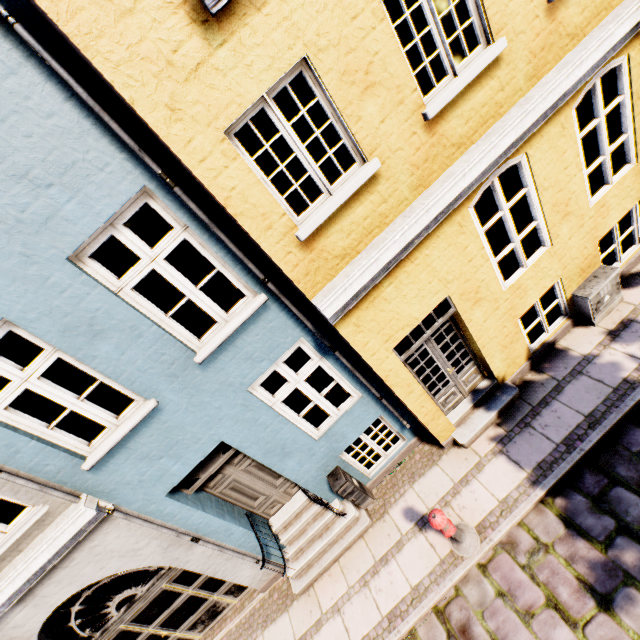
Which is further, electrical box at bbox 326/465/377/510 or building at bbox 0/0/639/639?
electrical box at bbox 326/465/377/510

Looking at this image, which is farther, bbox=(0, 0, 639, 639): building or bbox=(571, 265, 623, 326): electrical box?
bbox=(571, 265, 623, 326): electrical box

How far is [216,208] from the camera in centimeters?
367cm

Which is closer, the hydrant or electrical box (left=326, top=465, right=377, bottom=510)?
the hydrant

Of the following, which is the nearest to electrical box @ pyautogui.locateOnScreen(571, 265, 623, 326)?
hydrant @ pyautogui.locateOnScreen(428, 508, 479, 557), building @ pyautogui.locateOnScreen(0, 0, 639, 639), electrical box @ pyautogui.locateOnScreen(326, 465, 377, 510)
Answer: building @ pyautogui.locateOnScreen(0, 0, 639, 639)

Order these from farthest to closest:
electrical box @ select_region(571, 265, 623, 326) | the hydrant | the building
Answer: electrical box @ select_region(571, 265, 623, 326) → the hydrant → the building

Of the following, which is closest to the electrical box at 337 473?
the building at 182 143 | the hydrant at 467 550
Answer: the building at 182 143

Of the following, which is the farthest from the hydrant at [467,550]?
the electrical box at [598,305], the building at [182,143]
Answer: the electrical box at [598,305]
